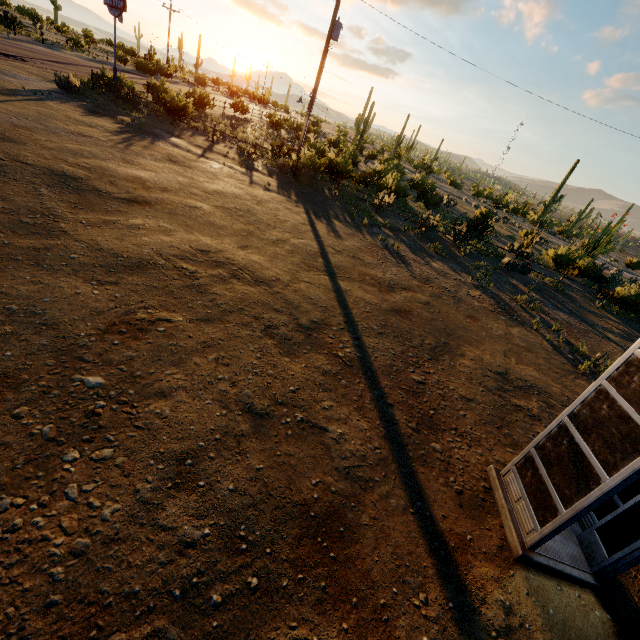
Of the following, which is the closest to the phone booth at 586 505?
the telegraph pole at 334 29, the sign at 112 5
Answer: the telegraph pole at 334 29

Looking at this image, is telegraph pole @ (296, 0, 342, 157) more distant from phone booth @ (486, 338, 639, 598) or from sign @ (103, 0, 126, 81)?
phone booth @ (486, 338, 639, 598)

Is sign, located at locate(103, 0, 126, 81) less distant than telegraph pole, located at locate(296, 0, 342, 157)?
No

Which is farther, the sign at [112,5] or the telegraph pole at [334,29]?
the sign at [112,5]

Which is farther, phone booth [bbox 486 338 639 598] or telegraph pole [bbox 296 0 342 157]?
telegraph pole [bbox 296 0 342 157]

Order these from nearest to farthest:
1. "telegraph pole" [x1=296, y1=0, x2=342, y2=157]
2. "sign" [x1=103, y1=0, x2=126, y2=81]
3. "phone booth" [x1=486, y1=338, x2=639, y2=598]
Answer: "phone booth" [x1=486, y1=338, x2=639, y2=598], "telegraph pole" [x1=296, y1=0, x2=342, y2=157], "sign" [x1=103, y1=0, x2=126, y2=81]

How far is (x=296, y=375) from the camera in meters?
4.9
